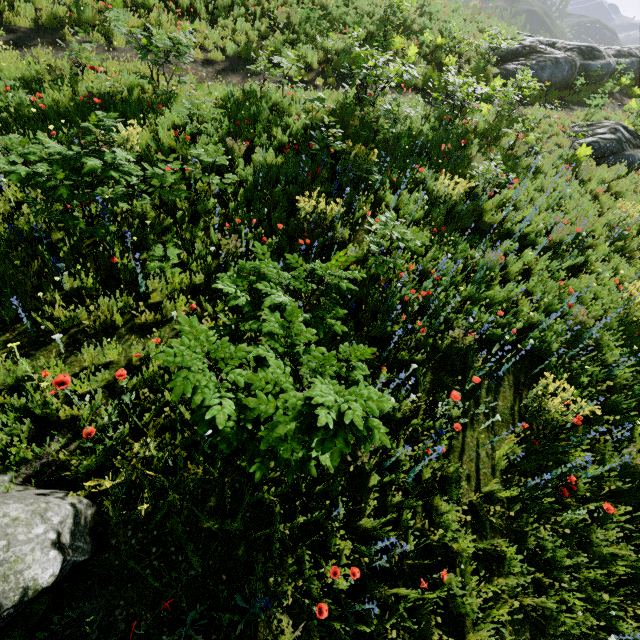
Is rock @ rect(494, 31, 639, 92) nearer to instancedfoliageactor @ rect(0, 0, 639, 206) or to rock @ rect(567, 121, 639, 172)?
rock @ rect(567, 121, 639, 172)

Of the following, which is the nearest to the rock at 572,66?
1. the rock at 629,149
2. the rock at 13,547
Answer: the rock at 629,149

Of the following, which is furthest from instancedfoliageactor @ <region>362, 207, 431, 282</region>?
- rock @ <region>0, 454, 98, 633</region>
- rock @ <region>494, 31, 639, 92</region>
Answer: rock @ <region>494, 31, 639, 92</region>

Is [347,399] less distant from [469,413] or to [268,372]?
[268,372]

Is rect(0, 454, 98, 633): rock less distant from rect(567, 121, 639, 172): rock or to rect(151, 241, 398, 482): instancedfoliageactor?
rect(151, 241, 398, 482): instancedfoliageactor

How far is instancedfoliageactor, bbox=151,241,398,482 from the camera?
2.0m

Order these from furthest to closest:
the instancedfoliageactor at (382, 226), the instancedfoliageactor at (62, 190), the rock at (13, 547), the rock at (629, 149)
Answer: the rock at (629, 149)
the instancedfoliageactor at (382, 226)
the instancedfoliageactor at (62, 190)
the rock at (13, 547)

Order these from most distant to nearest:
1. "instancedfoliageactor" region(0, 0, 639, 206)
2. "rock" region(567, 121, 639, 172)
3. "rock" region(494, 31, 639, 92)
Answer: "rock" region(494, 31, 639, 92) → "rock" region(567, 121, 639, 172) → "instancedfoliageactor" region(0, 0, 639, 206)
